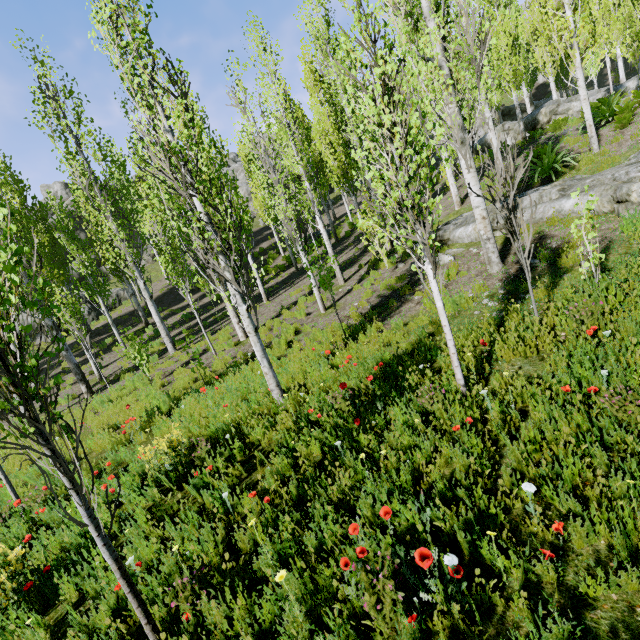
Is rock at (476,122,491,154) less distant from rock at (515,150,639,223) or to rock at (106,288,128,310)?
rock at (106,288,128,310)

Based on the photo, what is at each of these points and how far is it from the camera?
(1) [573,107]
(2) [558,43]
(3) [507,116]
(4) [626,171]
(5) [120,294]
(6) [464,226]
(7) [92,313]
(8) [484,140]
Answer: (1) rock, 19.5m
(2) instancedfoliageactor, 9.5m
(3) rock, 38.4m
(4) rock, 7.1m
(5) rock, 27.3m
(6) rock, 10.2m
(7) rock, 25.0m
(8) rock, 24.0m

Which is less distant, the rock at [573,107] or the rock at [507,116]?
the rock at [573,107]

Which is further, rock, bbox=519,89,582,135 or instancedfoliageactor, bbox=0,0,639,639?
rock, bbox=519,89,582,135

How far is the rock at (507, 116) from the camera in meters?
22.3 m

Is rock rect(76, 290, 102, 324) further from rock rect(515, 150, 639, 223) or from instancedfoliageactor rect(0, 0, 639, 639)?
rock rect(515, 150, 639, 223)

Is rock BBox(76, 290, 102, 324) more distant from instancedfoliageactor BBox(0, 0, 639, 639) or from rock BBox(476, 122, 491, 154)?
rock BBox(476, 122, 491, 154)

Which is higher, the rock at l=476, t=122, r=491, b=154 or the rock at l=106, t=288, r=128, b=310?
the rock at l=476, t=122, r=491, b=154
